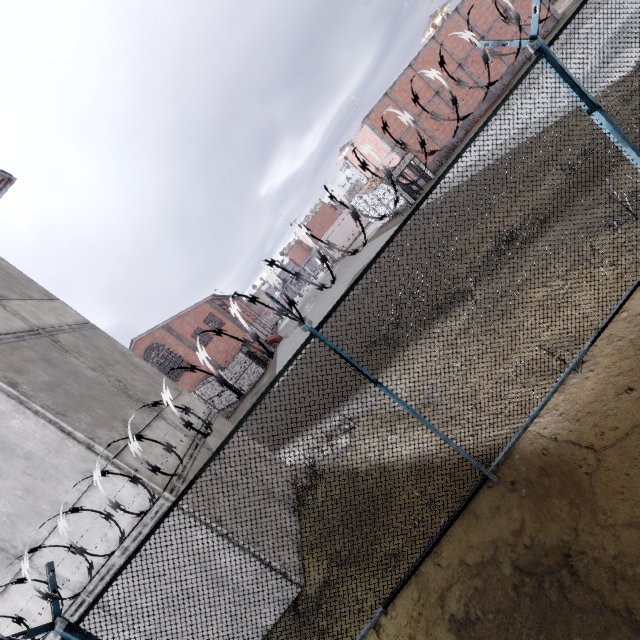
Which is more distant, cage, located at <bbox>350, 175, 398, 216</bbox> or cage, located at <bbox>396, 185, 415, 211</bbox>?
cage, located at <bbox>350, 175, 398, 216</bbox>

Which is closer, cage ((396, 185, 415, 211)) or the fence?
the fence

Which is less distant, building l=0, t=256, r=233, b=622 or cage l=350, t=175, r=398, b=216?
building l=0, t=256, r=233, b=622

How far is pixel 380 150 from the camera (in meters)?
27.00

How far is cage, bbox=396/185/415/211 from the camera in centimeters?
2473cm

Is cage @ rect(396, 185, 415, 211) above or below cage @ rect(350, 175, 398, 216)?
below

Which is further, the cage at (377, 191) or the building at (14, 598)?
the cage at (377, 191)
